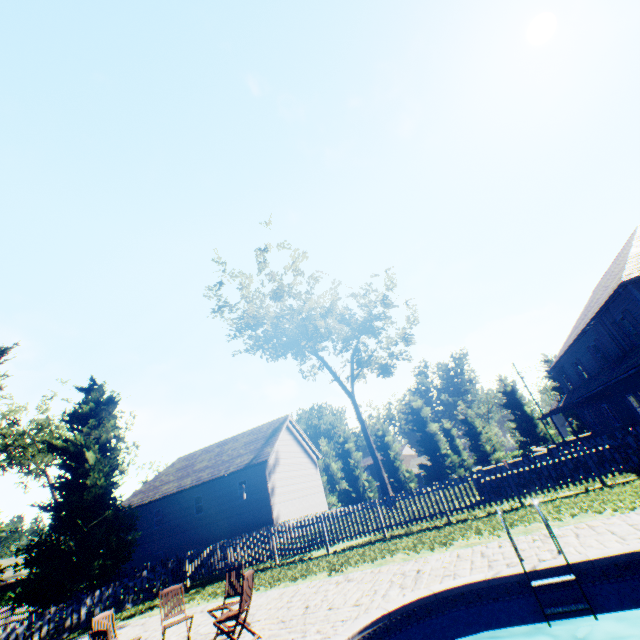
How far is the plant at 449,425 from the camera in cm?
5397

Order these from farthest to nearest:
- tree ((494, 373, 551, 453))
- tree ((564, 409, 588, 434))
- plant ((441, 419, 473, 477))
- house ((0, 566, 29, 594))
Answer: plant ((441, 419, 473, 477)) → tree ((494, 373, 551, 453)) → tree ((564, 409, 588, 434)) → house ((0, 566, 29, 594))

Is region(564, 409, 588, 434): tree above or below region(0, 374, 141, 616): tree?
below

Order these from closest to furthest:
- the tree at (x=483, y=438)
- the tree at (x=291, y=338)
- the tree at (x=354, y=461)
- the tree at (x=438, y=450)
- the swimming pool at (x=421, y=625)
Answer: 1. the swimming pool at (x=421, y=625)
2. the tree at (x=291, y=338)
3. the tree at (x=483, y=438)
4. the tree at (x=438, y=450)
5. the tree at (x=354, y=461)

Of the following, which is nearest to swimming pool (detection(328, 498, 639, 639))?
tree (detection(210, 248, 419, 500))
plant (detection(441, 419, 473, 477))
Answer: tree (detection(210, 248, 419, 500))

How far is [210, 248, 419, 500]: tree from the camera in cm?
2421

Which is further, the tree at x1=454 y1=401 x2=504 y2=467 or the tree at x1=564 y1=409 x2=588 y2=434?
the tree at x1=454 y1=401 x2=504 y2=467

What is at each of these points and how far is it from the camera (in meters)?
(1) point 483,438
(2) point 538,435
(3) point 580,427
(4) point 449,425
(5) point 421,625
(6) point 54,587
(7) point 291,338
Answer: (1) tree, 37.25
(2) tree, 35.06
(3) tree, 35.28
(4) plant, 58.28
(5) swimming pool, 5.62
(6) tree, 14.85
(7) tree, 25.05
